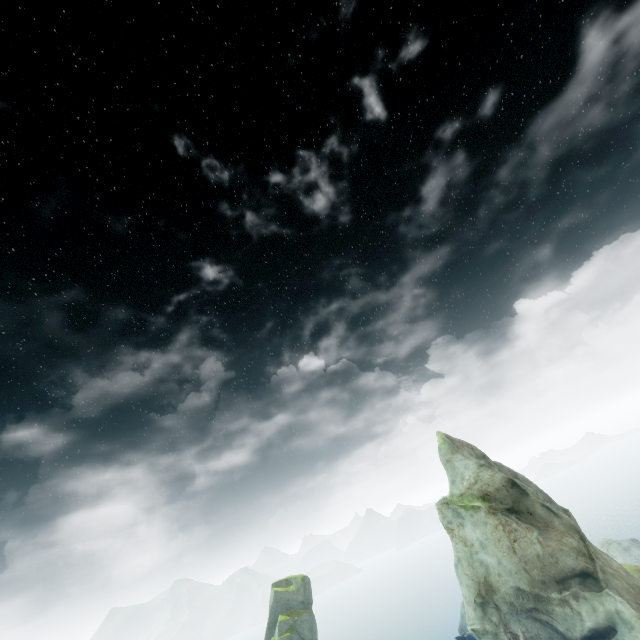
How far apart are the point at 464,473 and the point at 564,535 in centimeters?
945cm
